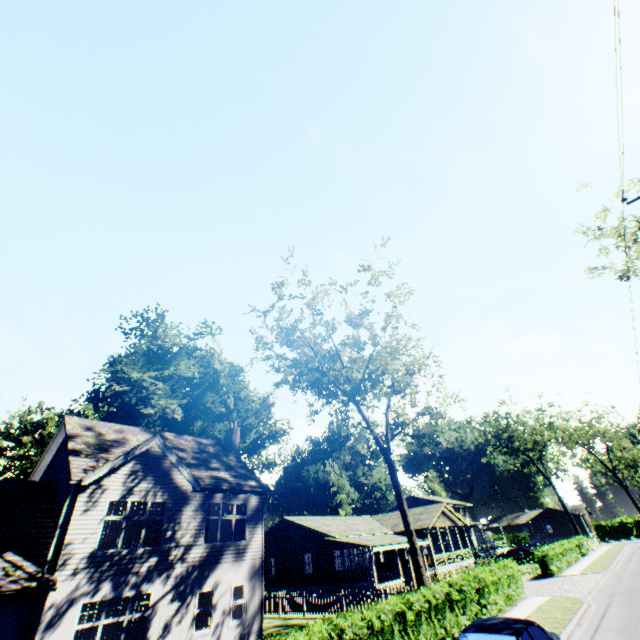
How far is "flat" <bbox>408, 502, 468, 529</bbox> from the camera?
33.9m

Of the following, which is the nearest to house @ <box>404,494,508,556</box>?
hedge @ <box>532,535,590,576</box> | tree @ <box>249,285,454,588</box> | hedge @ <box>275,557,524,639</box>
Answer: hedge @ <box>532,535,590,576</box>

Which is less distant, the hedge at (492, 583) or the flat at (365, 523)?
the hedge at (492, 583)

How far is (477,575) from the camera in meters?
15.6 m

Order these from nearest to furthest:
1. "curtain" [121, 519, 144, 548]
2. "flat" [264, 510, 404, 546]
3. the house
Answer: "curtain" [121, 519, 144, 548] → "flat" [264, 510, 404, 546] → the house

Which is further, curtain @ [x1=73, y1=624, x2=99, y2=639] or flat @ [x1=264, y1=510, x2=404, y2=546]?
flat @ [x1=264, y1=510, x2=404, y2=546]

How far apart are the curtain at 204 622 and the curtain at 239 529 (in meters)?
2.41

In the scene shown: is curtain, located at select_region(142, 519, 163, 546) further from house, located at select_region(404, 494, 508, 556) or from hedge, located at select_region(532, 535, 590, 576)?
house, located at select_region(404, 494, 508, 556)
